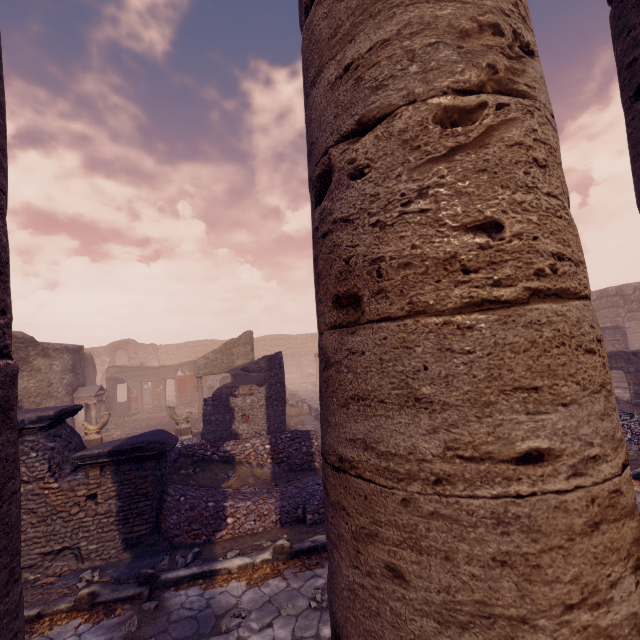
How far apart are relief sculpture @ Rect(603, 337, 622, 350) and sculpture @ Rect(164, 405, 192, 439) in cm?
1943

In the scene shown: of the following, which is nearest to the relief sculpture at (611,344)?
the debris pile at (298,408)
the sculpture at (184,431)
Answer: Result: the debris pile at (298,408)

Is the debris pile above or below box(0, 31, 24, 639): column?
below

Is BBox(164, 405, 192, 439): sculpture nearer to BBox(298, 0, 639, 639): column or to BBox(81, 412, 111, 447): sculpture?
BBox(81, 412, 111, 447): sculpture

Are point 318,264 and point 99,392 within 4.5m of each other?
no

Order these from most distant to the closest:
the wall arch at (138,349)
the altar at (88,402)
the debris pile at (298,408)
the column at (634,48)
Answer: the wall arch at (138,349)
the debris pile at (298,408)
the altar at (88,402)
the column at (634,48)

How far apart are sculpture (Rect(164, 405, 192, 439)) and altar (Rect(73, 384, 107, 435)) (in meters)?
4.50

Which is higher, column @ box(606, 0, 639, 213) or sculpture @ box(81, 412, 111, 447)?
column @ box(606, 0, 639, 213)
